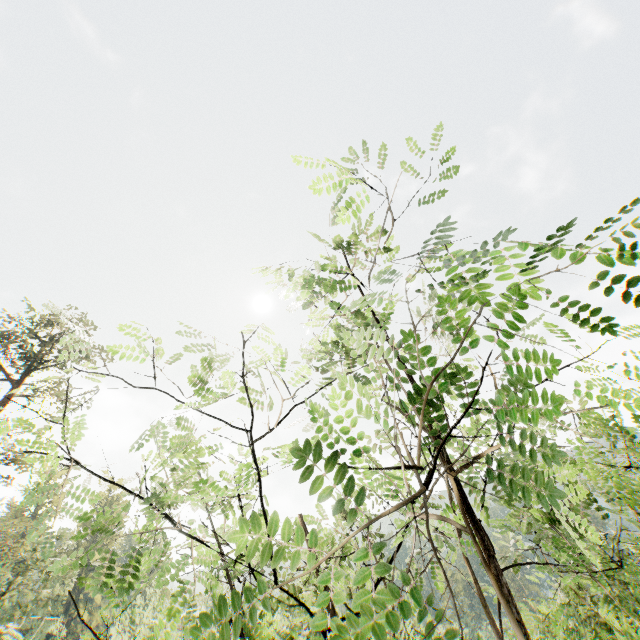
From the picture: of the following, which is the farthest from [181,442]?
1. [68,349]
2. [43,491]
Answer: [43,491]
